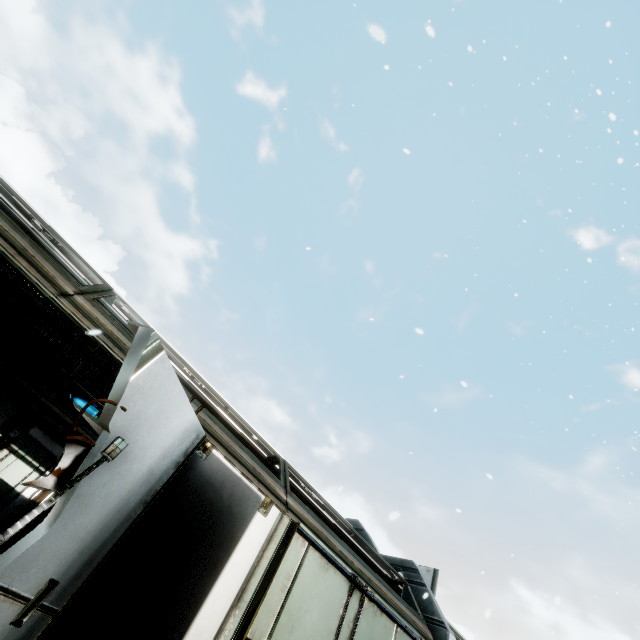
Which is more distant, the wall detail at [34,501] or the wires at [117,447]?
the wall detail at [34,501]

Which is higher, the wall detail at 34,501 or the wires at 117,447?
the wires at 117,447

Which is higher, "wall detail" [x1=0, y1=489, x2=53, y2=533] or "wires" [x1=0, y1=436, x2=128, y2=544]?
"wires" [x1=0, y1=436, x2=128, y2=544]

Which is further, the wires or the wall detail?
the wall detail

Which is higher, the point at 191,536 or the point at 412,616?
the point at 412,616
